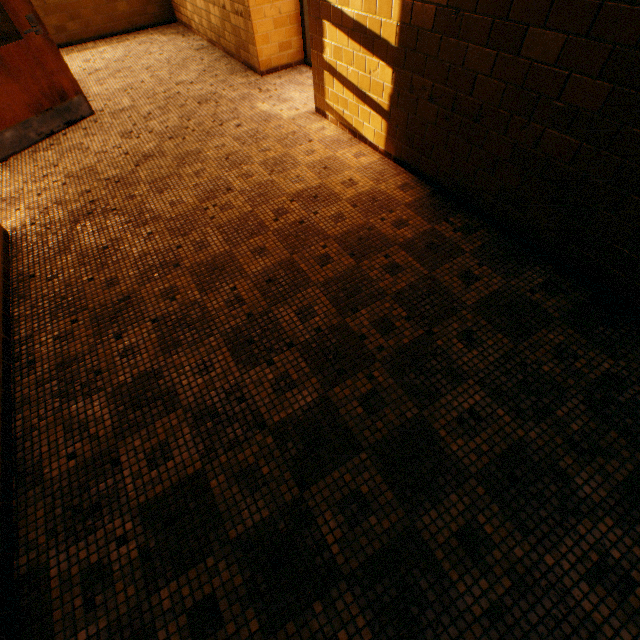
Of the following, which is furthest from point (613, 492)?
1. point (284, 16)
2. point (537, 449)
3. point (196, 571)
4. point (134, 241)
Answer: point (284, 16)
